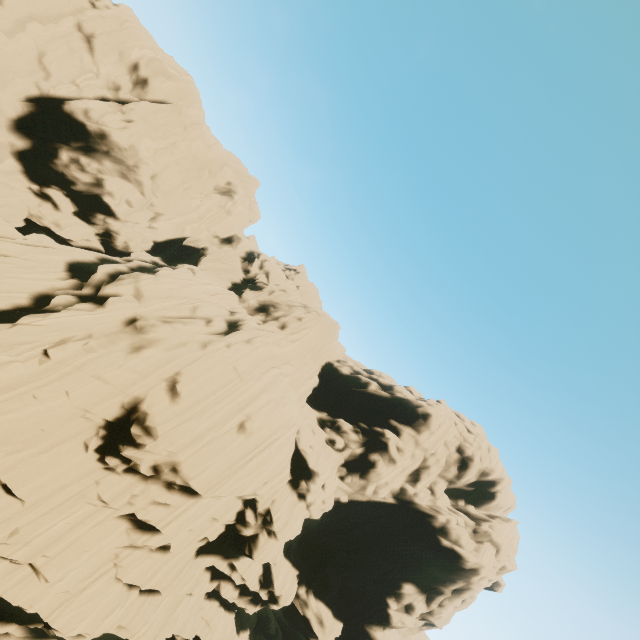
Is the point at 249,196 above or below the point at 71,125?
above
